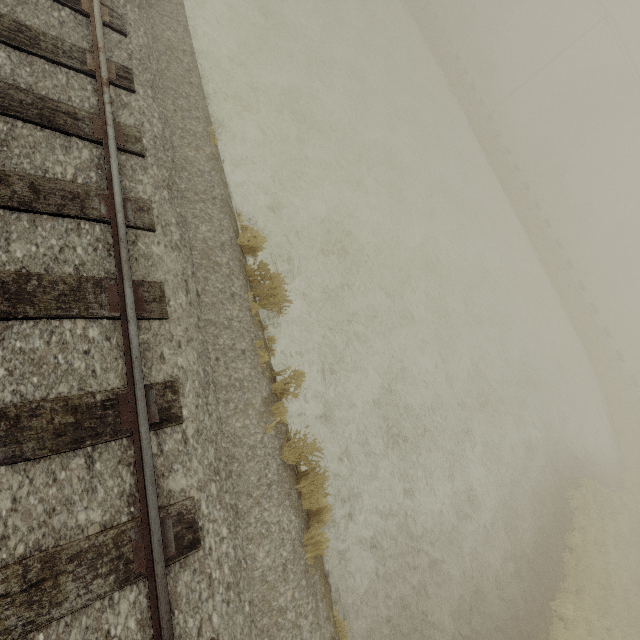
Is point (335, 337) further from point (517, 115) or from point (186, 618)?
point (517, 115)
